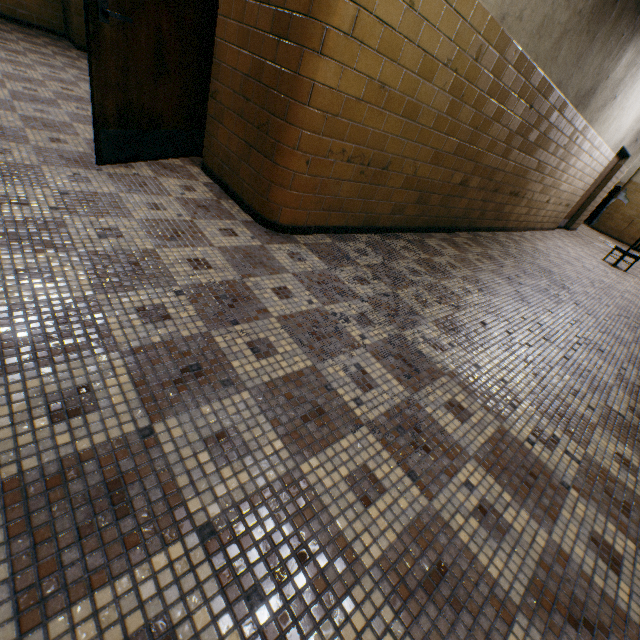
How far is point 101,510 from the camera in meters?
0.9 m
